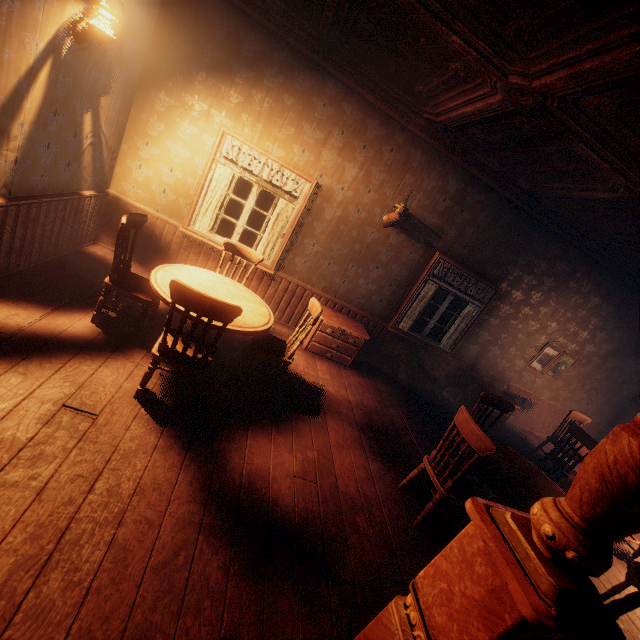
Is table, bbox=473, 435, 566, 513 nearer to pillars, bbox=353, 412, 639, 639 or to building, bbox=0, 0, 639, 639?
building, bbox=0, 0, 639, 639

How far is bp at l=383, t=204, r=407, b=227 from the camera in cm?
509

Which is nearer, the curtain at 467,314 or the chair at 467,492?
the chair at 467,492

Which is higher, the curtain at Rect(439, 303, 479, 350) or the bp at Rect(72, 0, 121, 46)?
the bp at Rect(72, 0, 121, 46)

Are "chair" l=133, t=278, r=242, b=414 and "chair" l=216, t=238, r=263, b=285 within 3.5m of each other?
yes

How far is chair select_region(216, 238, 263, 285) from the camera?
4.4 meters

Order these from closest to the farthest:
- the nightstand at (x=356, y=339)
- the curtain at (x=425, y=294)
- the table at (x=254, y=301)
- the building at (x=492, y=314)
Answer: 1. the building at (x=492, y=314)
2. the table at (x=254, y=301)
3. the nightstand at (x=356, y=339)
4. the curtain at (x=425, y=294)

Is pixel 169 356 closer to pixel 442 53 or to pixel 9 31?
pixel 9 31
